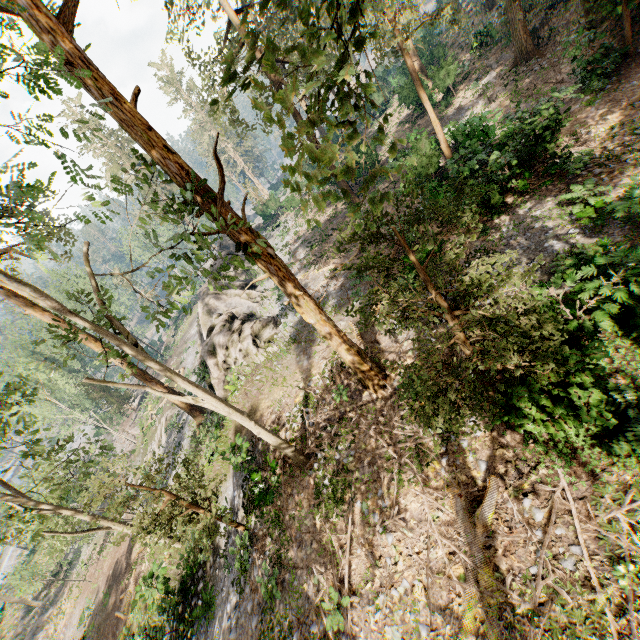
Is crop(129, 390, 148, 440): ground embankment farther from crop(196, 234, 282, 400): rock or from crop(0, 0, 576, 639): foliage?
crop(196, 234, 282, 400): rock

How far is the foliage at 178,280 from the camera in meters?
10.2 m

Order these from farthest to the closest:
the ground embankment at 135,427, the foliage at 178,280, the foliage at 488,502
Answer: the ground embankment at 135,427
the foliage at 178,280
the foliage at 488,502

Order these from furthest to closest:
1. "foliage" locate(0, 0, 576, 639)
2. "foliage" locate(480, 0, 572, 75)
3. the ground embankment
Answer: the ground embankment, "foliage" locate(480, 0, 572, 75), "foliage" locate(0, 0, 576, 639)

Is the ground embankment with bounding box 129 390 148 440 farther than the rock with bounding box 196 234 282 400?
Yes

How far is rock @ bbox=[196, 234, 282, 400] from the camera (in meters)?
20.59

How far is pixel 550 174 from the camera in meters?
14.7 m

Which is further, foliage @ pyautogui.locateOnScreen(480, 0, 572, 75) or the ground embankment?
the ground embankment
